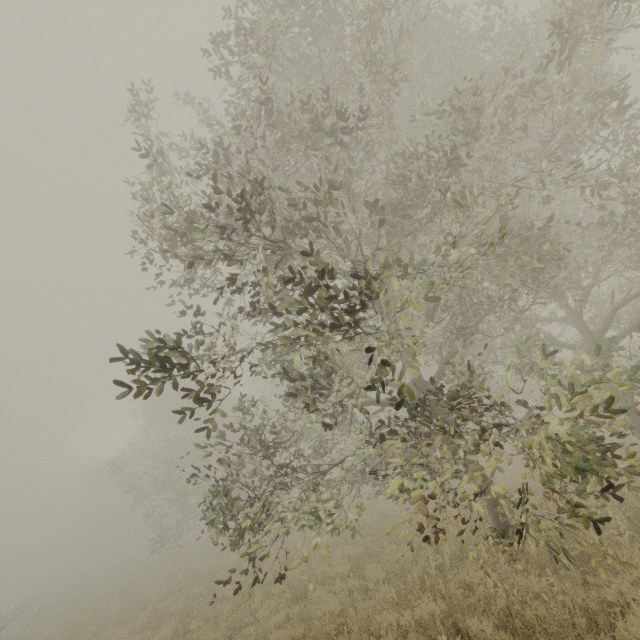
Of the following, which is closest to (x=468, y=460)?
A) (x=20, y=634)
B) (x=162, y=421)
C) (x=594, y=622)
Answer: (x=594, y=622)
